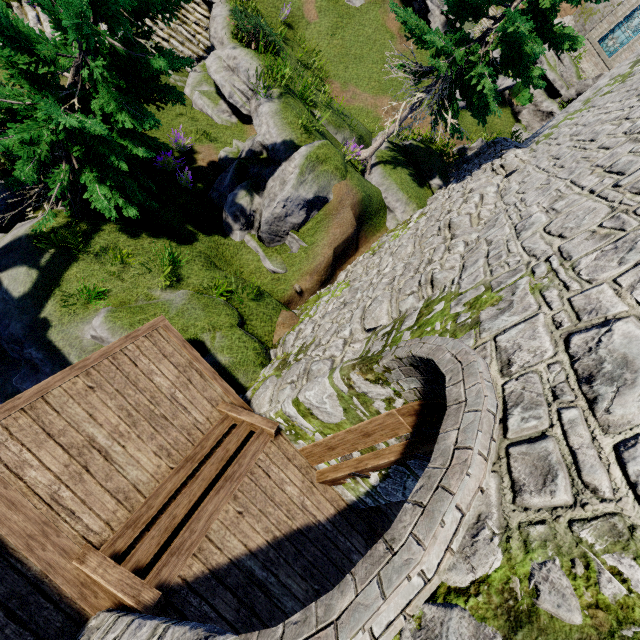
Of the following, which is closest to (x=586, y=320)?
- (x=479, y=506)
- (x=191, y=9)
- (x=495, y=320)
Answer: (x=495, y=320)

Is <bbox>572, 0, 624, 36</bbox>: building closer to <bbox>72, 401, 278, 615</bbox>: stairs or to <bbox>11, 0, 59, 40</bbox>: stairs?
<bbox>11, 0, 59, 40</bbox>: stairs

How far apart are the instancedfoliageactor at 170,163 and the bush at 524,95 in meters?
20.6

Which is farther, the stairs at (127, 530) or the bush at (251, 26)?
the bush at (251, 26)

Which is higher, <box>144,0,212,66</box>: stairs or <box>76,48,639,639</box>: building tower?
<box>76,48,639,639</box>: building tower

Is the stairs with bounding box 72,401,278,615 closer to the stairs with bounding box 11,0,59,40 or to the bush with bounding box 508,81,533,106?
the stairs with bounding box 11,0,59,40

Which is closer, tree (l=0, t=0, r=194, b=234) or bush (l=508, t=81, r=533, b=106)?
tree (l=0, t=0, r=194, b=234)

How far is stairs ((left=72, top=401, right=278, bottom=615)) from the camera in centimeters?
341cm
